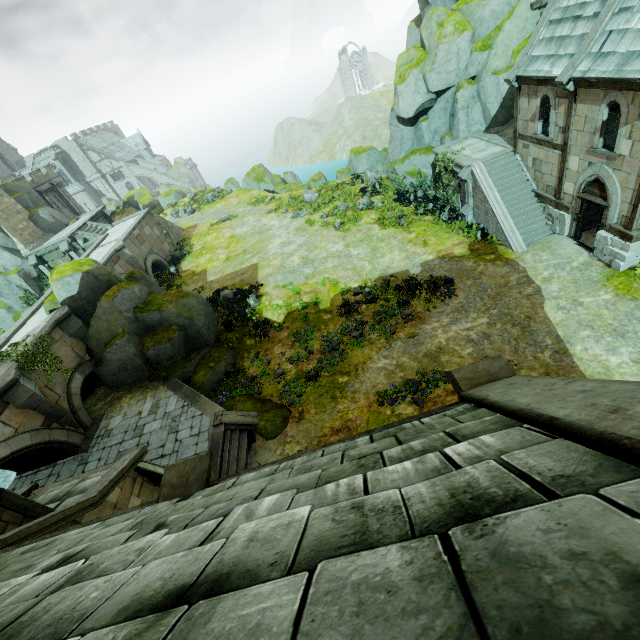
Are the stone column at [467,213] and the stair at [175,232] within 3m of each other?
no

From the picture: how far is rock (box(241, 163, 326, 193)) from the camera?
35.7 meters

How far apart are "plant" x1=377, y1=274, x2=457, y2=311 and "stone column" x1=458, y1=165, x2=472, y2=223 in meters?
6.8 m

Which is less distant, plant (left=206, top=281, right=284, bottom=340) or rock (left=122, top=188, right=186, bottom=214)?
plant (left=206, top=281, right=284, bottom=340)

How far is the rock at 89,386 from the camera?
20.2m

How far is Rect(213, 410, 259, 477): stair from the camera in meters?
13.7 m

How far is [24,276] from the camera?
29.7m

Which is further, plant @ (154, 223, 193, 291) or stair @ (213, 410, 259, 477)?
plant @ (154, 223, 193, 291)
